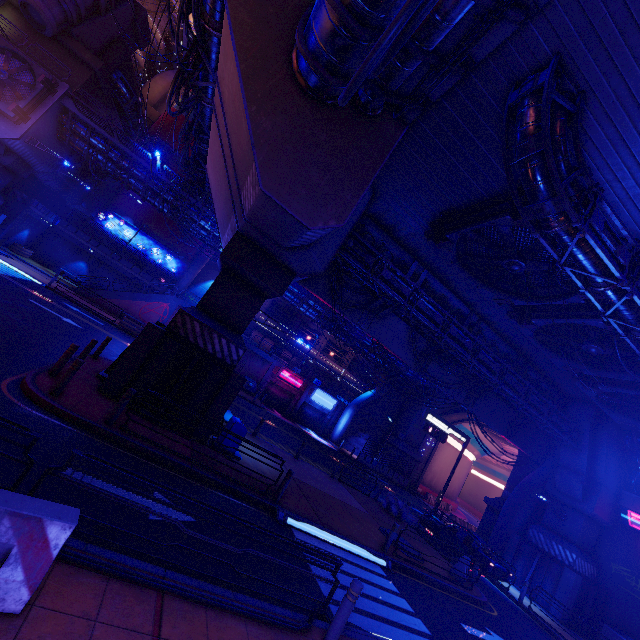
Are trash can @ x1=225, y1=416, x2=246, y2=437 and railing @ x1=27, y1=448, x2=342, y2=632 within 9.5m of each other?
yes

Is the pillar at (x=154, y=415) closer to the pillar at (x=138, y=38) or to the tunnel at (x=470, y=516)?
the tunnel at (x=470, y=516)

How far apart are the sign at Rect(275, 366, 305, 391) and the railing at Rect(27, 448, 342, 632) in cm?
3194

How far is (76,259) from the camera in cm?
3550

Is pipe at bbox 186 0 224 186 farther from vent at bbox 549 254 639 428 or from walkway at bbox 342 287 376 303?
vent at bbox 549 254 639 428

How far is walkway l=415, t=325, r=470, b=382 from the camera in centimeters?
2075cm

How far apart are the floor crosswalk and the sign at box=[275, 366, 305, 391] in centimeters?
2681cm

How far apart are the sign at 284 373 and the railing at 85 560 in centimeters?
3194cm
